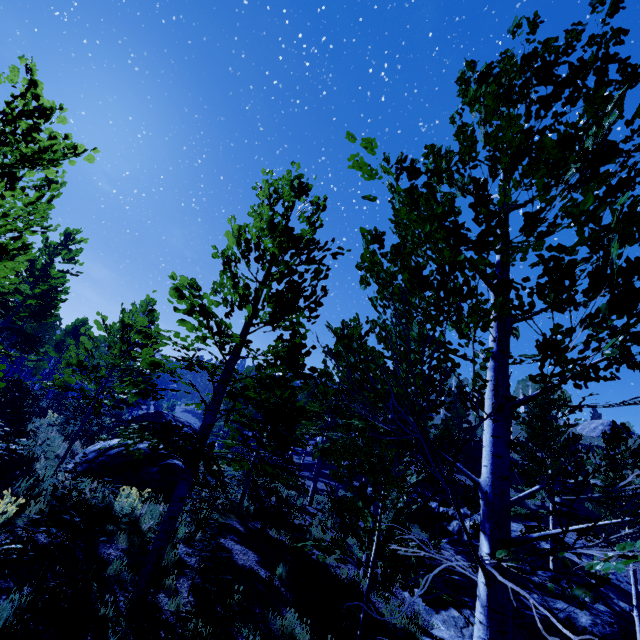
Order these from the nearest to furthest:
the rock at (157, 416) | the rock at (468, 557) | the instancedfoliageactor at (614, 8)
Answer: the instancedfoliageactor at (614, 8) → the rock at (468, 557) → the rock at (157, 416)

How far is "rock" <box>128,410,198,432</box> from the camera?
19.3 meters

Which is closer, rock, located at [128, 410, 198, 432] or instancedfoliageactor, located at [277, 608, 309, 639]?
instancedfoliageactor, located at [277, 608, 309, 639]

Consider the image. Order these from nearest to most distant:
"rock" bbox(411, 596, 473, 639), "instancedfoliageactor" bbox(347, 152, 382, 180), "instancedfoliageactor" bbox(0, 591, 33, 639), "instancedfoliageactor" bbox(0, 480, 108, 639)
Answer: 1. "instancedfoliageactor" bbox(347, 152, 382, 180)
2. "instancedfoliageactor" bbox(0, 591, 33, 639)
3. "instancedfoliageactor" bbox(0, 480, 108, 639)
4. "rock" bbox(411, 596, 473, 639)

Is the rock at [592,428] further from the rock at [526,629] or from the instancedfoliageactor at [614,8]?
the rock at [526,629]

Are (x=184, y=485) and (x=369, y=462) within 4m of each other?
yes

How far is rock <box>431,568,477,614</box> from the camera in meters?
10.9
